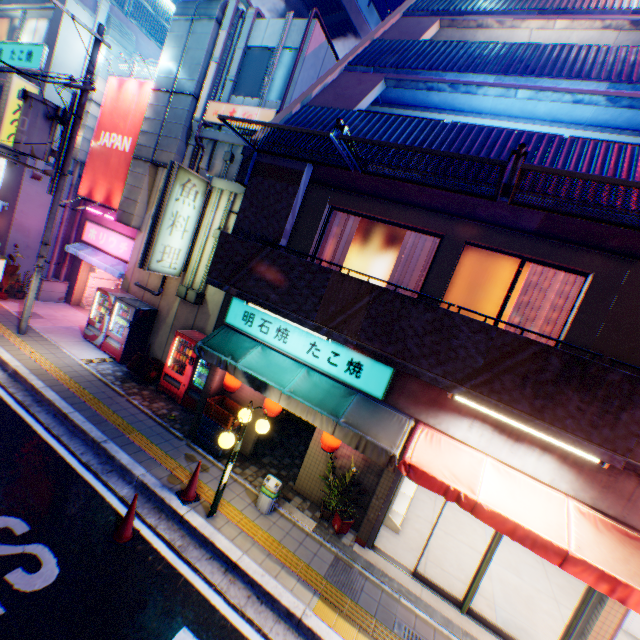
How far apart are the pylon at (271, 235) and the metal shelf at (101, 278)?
11.5 meters

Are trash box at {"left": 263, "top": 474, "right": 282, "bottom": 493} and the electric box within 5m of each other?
no

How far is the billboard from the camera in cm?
1241

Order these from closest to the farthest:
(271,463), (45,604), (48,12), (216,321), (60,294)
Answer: (45,604) < (271,463) < (216,321) < (48,12) < (60,294)

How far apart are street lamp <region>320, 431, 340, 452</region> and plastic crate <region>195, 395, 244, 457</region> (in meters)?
2.31

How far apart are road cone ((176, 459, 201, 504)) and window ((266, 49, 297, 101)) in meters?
10.4 m

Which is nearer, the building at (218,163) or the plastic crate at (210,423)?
the plastic crate at (210,423)

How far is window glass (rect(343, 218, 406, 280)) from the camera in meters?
7.3
